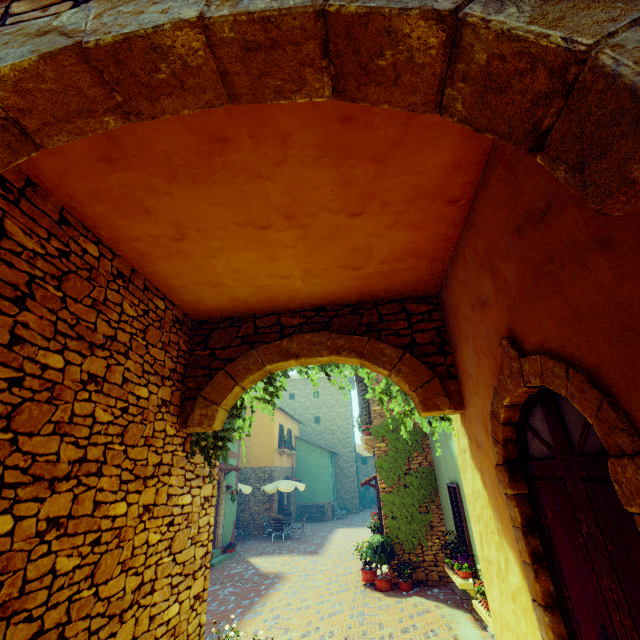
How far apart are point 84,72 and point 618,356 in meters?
2.8 m

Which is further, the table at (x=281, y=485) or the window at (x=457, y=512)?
the table at (x=281, y=485)

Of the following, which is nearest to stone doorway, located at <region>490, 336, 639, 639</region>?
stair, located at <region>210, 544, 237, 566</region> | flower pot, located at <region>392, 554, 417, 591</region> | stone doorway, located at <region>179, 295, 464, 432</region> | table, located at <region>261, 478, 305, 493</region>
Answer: stone doorway, located at <region>179, 295, 464, 432</region>

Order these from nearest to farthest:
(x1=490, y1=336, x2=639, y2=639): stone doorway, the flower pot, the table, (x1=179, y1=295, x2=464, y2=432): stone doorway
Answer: (x1=490, y1=336, x2=639, y2=639): stone doorway < (x1=179, y1=295, x2=464, y2=432): stone doorway < the flower pot < the table

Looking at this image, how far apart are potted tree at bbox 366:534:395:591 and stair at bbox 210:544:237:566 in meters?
6.4

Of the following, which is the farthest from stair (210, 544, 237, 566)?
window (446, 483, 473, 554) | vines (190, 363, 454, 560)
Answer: vines (190, 363, 454, 560)

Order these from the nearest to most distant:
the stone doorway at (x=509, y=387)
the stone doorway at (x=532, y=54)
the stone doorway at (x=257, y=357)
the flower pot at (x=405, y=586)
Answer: the stone doorway at (x=532, y=54)
the stone doorway at (x=509, y=387)
the stone doorway at (x=257, y=357)
the flower pot at (x=405, y=586)

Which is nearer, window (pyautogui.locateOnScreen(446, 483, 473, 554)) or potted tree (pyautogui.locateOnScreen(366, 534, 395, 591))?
window (pyautogui.locateOnScreen(446, 483, 473, 554))
